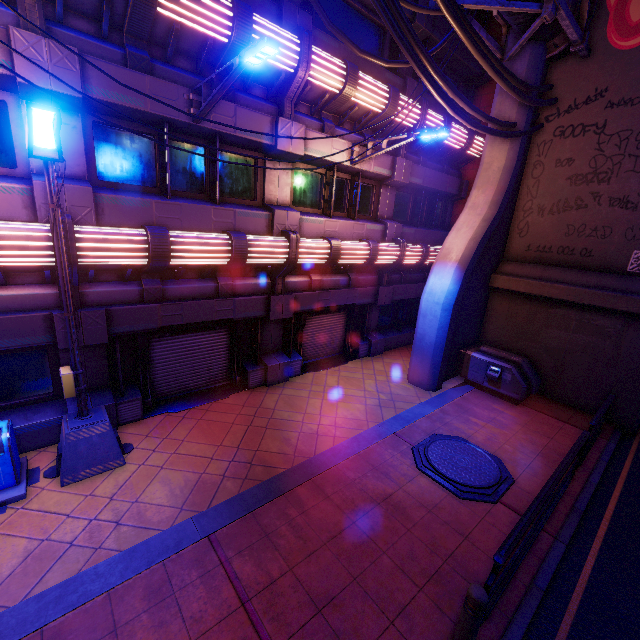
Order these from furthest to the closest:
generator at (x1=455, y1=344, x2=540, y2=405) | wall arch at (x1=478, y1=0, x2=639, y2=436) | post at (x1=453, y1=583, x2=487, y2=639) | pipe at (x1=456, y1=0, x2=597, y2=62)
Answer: generator at (x1=455, y1=344, x2=540, y2=405) → wall arch at (x1=478, y1=0, x2=639, y2=436) → pipe at (x1=456, y1=0, x2=597, y2=62) → post at (x1=453, y1=583, x2=487, y2=639)

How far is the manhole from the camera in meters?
6.7

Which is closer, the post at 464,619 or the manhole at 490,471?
the post at 464,619

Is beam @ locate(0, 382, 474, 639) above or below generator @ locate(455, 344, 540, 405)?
below

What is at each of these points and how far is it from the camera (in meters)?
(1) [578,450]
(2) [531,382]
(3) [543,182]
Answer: (1) railing, 6.40
(2) generator, 10.44
(3) wall arch, 11.02

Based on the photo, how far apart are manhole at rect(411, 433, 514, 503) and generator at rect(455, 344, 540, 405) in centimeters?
309cm

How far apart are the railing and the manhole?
0.7m

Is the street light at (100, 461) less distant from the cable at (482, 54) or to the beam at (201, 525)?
the cable at (482, 54)
